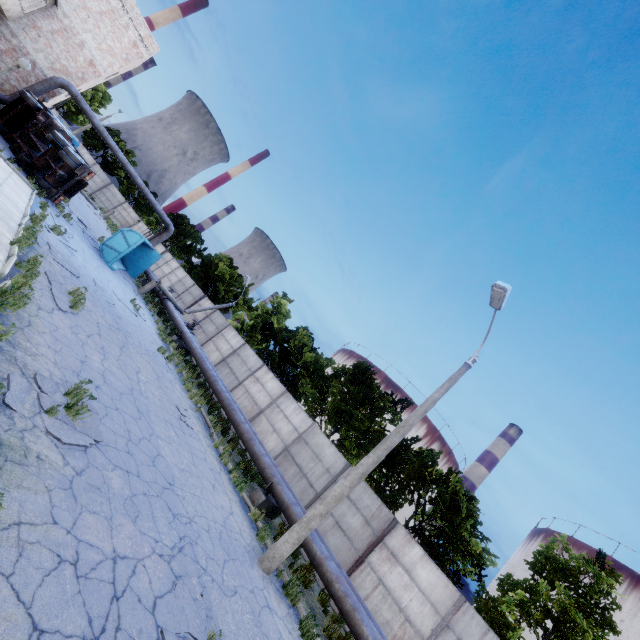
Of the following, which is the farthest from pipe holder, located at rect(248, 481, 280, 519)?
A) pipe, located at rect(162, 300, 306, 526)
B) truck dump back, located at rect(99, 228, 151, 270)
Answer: truck dump back, located at rect(99, 228, 151, 270)

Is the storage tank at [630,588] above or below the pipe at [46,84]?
above

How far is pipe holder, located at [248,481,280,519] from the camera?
11.7 meters

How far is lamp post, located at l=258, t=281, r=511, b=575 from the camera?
8.6 meters

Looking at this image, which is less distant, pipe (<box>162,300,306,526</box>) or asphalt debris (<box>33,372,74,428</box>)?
asphalt debris (<box>33,372,74,428</box>)

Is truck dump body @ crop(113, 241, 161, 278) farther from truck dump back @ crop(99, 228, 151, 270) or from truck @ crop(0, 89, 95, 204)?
truck @ crop(0, 89, 95, 204)

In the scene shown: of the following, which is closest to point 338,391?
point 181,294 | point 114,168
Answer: point 181,294

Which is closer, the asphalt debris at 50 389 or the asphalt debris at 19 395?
the asphalt debris at 19 395
